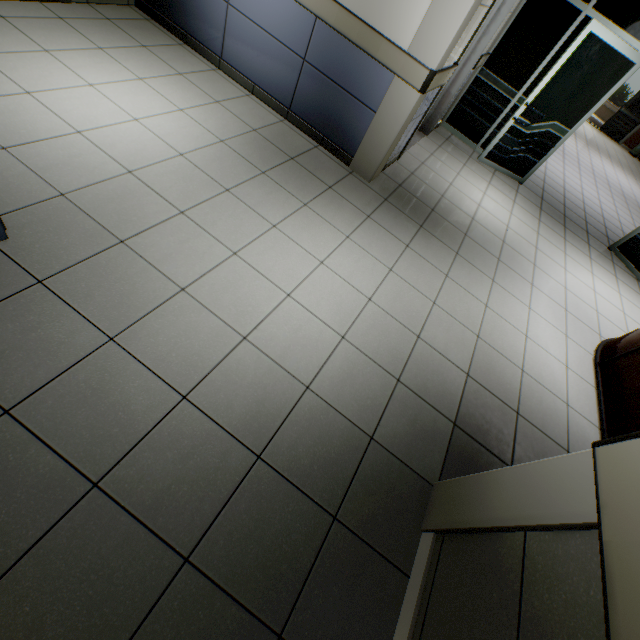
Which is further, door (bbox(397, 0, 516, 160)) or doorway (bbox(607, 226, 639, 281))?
doorway (bbox(607, 226, 639, 281))

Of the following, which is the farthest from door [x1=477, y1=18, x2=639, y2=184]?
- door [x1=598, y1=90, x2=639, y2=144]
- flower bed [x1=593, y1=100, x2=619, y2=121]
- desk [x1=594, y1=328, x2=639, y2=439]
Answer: flower bed [x1=593, y1=100, x2=619, y2=121]

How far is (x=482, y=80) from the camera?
5.2 meters

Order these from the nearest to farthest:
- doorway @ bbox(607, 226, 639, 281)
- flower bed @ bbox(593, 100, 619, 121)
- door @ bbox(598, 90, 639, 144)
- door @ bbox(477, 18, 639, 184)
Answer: door @ bbox(477, 18, 639, 184) < doorway @ bbox(607, 226, 639, 281) < door @ bbox(598, 90, 639, 144) < flower bed @ bbox(593, 100, 619, 121)

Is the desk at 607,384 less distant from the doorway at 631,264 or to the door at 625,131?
the doorway at 631,264

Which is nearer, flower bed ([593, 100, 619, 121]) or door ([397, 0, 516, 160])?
door ([397, 0, 516, 160])

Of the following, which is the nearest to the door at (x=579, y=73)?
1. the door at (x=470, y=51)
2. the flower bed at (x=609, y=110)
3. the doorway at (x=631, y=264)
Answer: the door at (x=470, y=51)

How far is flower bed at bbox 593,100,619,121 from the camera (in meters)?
21.77
